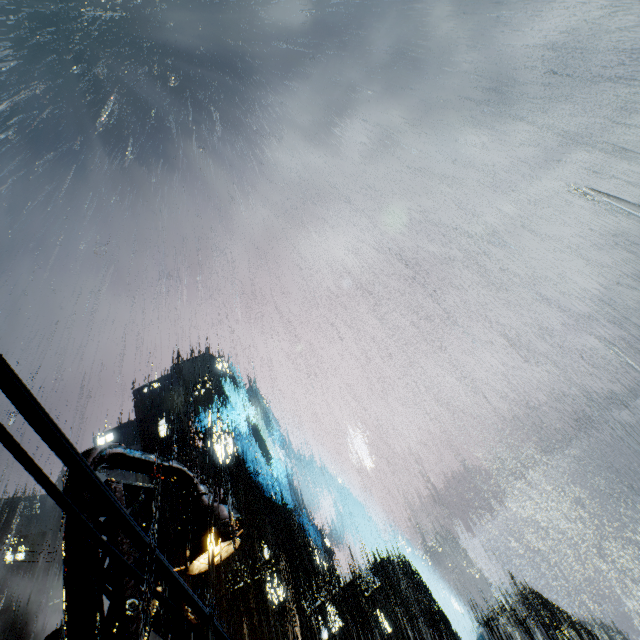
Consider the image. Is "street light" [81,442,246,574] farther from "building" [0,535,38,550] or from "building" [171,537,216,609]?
"building" [0,535,38,550]

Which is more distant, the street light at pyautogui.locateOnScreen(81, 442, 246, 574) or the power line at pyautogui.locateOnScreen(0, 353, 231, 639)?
the street light at pyautogui.locateOnScreen(81, 442, 246, 574)

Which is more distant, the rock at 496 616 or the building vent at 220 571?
the rock at 496 616

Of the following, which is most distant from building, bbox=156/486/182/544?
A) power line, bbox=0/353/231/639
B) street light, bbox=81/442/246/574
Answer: street light, bbox=81/442/246/574

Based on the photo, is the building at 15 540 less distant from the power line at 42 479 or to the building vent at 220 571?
the building vent at 220 571

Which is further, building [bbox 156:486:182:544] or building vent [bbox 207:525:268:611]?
building [bbox 156:486:182:544]

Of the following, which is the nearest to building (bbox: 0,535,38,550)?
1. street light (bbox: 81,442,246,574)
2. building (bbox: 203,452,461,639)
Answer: building (bbox: 203,452,461,639)

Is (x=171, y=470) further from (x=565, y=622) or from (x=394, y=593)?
(x=565, y=622)
